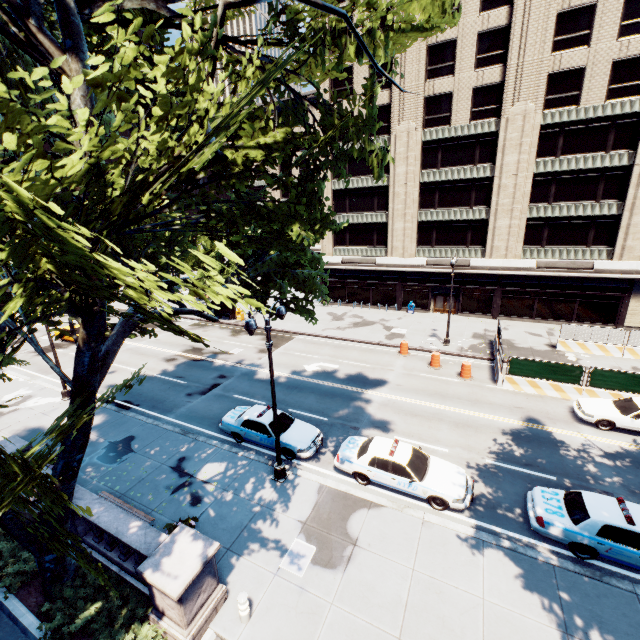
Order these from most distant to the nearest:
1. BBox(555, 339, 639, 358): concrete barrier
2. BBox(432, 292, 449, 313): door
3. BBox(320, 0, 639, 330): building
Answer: BBox(432, 292, 449, 313): door
BBox(320, 0, 639, 330): building
BBox(555, 339, 639, 358): concrete barrier

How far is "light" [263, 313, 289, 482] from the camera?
11.7 meters

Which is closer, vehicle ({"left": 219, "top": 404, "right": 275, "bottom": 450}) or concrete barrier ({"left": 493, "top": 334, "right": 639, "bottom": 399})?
vehicle ({"left": 219, "top": 404, "right": 275, "bottom": 450})

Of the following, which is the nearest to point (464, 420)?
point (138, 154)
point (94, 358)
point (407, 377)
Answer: point (407, 377)

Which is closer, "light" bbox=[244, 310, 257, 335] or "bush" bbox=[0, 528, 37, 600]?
"bush" bbox=[0, 528, 37, 600]

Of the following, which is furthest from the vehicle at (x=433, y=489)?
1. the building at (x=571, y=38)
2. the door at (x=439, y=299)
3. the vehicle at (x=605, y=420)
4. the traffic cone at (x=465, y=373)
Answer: the door at (x=439, y=299)

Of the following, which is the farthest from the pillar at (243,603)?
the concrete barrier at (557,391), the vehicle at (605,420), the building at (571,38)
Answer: the building at (571,38)

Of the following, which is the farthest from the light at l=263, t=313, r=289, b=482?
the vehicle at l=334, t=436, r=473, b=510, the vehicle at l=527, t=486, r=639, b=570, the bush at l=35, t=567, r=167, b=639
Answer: the vehicle at l=527, t=486, r=639, b=570
